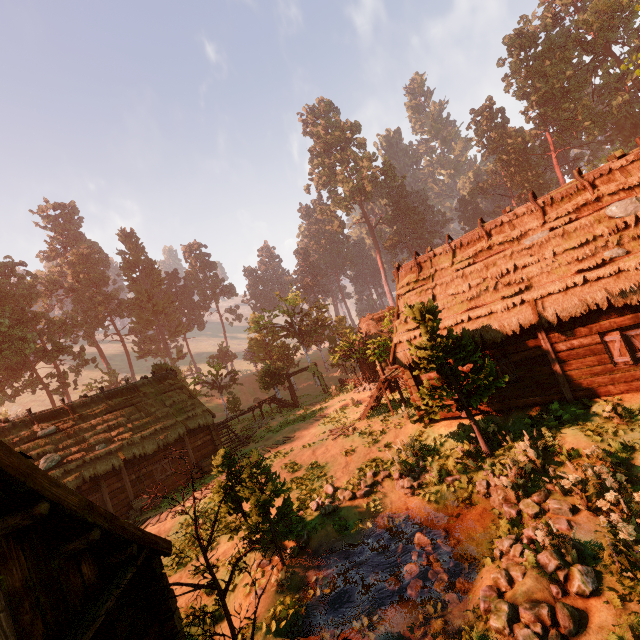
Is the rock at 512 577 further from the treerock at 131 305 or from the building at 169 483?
the building at 169 483

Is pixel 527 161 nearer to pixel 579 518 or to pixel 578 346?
pixel 578 346

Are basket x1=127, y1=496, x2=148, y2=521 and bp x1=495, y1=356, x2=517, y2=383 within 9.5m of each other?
no

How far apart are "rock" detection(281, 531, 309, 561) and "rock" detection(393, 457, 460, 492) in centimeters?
354cm

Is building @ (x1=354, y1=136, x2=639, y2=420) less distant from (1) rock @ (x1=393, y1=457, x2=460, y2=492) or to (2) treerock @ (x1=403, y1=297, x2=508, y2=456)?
(2) treerock @ (x1=403, y1=297, x2=508, y2=456)

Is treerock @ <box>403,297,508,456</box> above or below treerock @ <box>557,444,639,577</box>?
above

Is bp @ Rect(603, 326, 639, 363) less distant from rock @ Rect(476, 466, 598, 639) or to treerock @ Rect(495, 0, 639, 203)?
treerock @ Rect(495, 0, 639, 203)

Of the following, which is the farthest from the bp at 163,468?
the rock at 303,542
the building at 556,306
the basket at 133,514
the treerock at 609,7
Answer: the rock at 303,542
